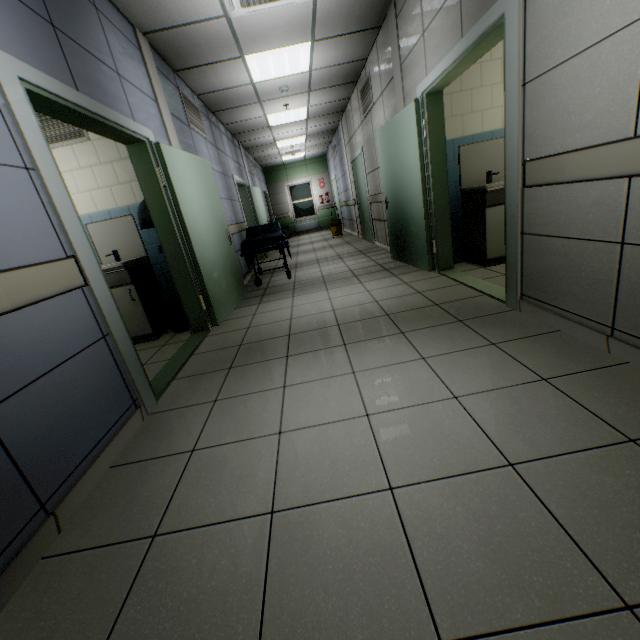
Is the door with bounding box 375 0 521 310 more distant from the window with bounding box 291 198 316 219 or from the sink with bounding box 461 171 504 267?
the window with bounding box 291 198 316 219

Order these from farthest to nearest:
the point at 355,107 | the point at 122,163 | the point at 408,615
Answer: the point at 355,107 < the point at 122,163 < the point at 408,615

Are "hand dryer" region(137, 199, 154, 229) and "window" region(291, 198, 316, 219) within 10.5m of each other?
no

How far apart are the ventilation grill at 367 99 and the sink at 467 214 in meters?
2.8 m

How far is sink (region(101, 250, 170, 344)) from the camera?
3.62m

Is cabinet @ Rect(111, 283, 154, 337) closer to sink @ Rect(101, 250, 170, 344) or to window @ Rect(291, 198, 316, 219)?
sink @ Rect(101, 250, 170, 344)

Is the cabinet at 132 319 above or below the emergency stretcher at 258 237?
below

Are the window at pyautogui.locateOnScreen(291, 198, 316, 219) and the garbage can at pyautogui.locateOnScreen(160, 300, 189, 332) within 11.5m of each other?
no
